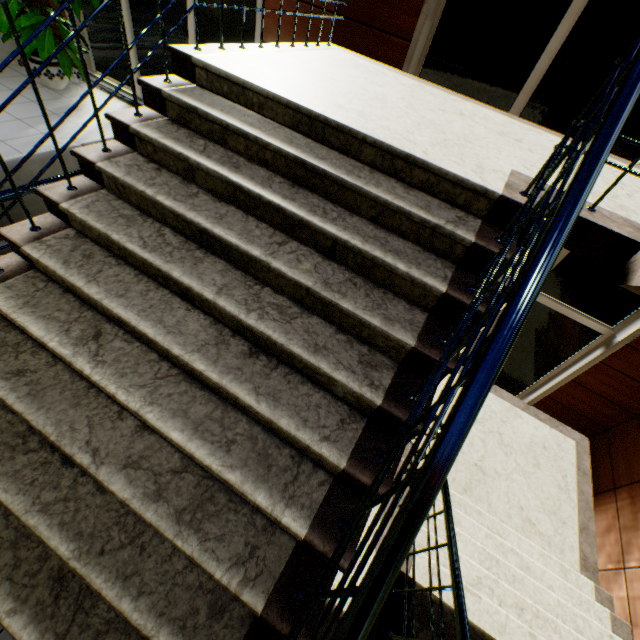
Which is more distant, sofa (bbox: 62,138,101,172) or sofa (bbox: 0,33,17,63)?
sofa (bbox: 0,33,17,63)

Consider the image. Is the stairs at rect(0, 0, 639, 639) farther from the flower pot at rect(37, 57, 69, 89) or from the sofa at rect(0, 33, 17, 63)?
the sofa at rect(0, 33, 17, 63)

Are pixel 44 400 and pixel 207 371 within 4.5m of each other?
yes

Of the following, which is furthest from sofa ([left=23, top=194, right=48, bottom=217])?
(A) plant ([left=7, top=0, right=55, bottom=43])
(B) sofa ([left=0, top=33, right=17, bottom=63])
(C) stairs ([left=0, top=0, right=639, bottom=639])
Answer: (B) sofa ([left=0, top=33, right=17, bottom=63])

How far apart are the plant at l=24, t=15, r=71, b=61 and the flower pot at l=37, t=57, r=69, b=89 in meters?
0.1 m

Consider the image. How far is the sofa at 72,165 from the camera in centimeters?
232cm

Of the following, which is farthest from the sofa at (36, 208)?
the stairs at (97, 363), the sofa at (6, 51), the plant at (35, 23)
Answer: the sofa at (6, 51)

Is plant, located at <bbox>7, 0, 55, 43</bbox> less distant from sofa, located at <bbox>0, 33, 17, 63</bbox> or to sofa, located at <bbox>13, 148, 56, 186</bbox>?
sofa, located at <bbox>0, 33, 17, 63</bbox>
